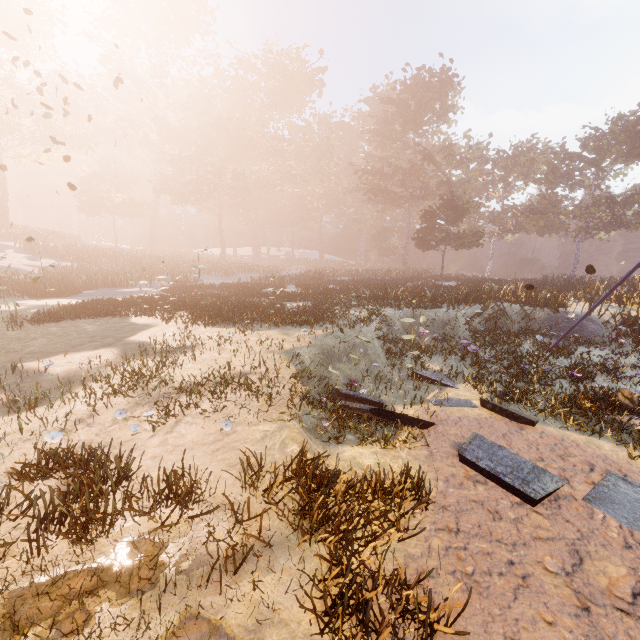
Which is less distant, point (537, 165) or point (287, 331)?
point (287, 331)
